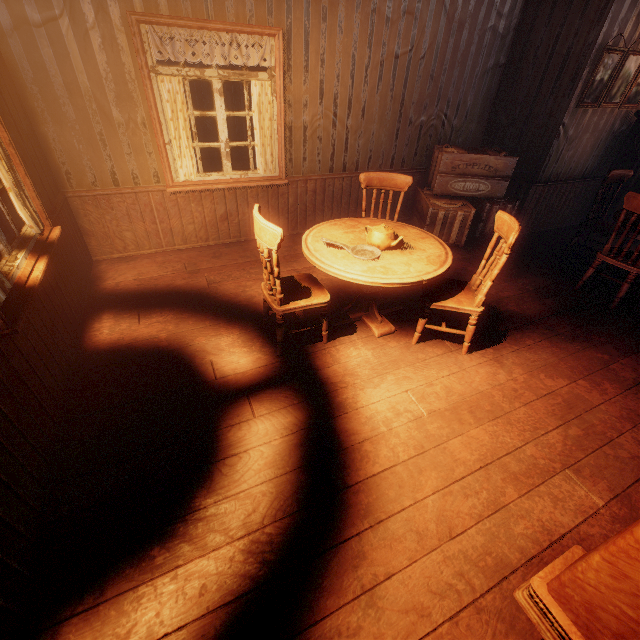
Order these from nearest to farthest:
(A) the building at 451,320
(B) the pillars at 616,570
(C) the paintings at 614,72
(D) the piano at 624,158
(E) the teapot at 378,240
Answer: (B) the pillars at 616,570
(E) the teapot at 378,240
(A) the building at 451,320
(C) the paintings at 614,72
(D) the piano at 624,158

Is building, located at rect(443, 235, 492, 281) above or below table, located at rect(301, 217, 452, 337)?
below

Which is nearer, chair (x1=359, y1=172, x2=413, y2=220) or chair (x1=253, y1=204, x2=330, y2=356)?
chair (x1=253, y1=204, x2=330, y2=356)

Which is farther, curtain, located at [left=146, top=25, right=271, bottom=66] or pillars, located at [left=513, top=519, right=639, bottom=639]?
curtain, located at [left=146, top=25, right=271, bottom=66]

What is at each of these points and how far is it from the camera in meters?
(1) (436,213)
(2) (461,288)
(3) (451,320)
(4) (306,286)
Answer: (1) supply box set, 4.7
(2) chair, 3.0
(3) building, 3.5
(4) chair, 2.9

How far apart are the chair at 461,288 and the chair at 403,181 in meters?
0.6 m

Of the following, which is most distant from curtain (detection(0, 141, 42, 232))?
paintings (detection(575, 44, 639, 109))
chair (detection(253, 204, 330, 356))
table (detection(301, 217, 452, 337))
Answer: paintings (detection(575, 44, 639, 109))

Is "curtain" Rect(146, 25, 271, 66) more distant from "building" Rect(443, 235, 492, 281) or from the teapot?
the teapot
